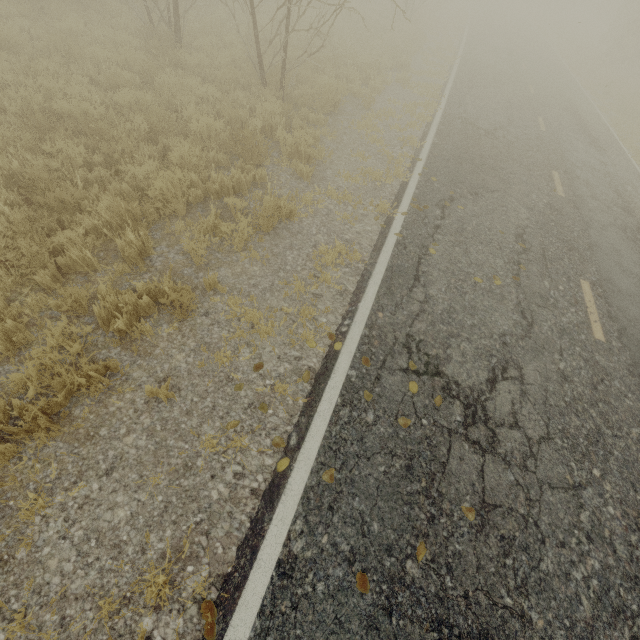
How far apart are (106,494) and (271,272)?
3.29m

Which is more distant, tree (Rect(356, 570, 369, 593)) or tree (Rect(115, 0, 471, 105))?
tree (Rect(115, 0, 471, 105))

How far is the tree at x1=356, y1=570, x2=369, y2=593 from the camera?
2.6m

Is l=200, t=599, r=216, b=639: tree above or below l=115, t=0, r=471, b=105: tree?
below

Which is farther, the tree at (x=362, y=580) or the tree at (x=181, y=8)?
the tree at (x=181, y=8)
